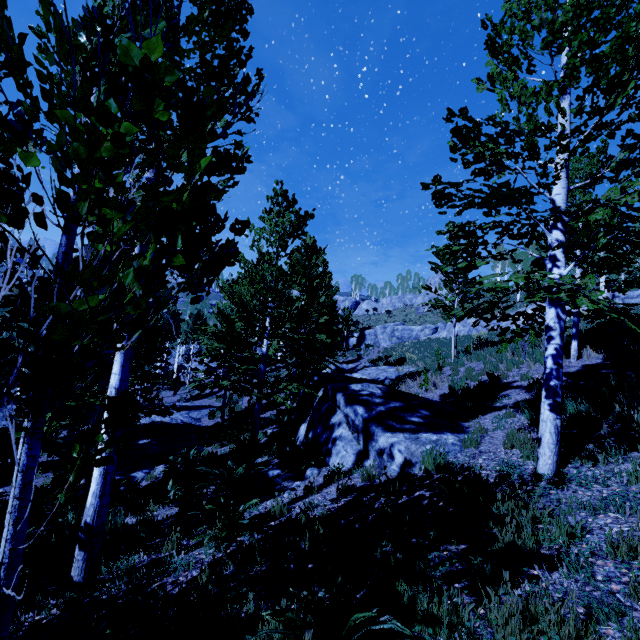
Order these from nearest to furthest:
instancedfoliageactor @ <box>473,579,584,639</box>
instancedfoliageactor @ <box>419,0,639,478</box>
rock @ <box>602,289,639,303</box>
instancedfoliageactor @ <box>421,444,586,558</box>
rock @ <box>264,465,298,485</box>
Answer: instancedfoliageactor @ <box>473,579,584,639</box>, instancedfoliageactor @ <box>421,444,586,558</box>, instancedfoliageactor @ <box>419,0,639,478</box>, rock @ <box>264,465,298,485</box>, rock @ <box>602,289,639,303</box>

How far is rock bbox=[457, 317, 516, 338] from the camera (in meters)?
27.42

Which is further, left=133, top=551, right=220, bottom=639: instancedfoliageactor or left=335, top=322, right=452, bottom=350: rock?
left=335, top=322, right=452, bottom=350: rock

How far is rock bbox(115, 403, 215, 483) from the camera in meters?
11.3 m

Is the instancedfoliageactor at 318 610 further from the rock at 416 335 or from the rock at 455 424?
the rock at 416 335

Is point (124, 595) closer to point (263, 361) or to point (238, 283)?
point (263, 361)

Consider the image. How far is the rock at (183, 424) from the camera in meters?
11.3 m

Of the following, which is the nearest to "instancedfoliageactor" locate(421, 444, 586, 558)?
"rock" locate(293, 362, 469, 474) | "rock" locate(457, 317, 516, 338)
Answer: "rock" locate(293, 362, 469, 474)
